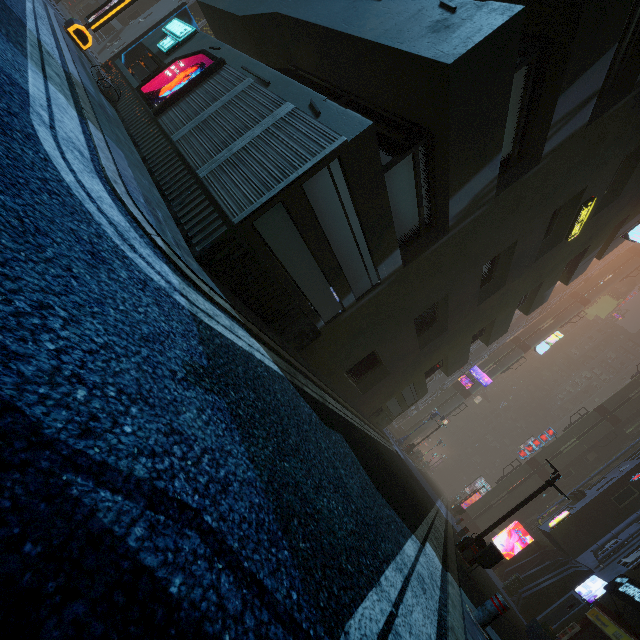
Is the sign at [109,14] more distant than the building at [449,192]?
Yes

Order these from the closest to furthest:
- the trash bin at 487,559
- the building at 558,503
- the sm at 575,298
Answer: the trash bin at 487,559
the building at 558,503
the sm at 575,298

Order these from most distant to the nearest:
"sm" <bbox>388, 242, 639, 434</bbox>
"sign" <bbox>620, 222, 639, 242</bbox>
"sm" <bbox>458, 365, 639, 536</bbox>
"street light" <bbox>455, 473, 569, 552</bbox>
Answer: "sm" <bbox>388, 242, 639, 434</bbox> < "sm" <bbox>458, 365, 639, 536</bbox> < "sign" <bbox>620, 222, 639, 242</bbox> < "street light" <bbox>455, 473, 569, 552</bbox>

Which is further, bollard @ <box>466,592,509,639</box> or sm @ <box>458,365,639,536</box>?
sm @ <box>458,365,639,536</box>

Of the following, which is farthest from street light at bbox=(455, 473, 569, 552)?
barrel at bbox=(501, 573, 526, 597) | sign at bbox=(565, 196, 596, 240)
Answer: barrel at bbox=(501, 573, 526, 597)

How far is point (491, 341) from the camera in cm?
1880

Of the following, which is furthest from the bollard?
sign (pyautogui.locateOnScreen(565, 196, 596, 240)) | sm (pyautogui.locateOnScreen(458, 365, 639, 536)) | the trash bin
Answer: sm (pyautogui.locateOnScreen(458, 365, 639, 536))

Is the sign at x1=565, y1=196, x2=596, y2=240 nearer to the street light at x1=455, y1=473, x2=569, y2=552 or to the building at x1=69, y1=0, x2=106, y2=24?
the building at x1=69, y1=0, x2=106, y2=24
